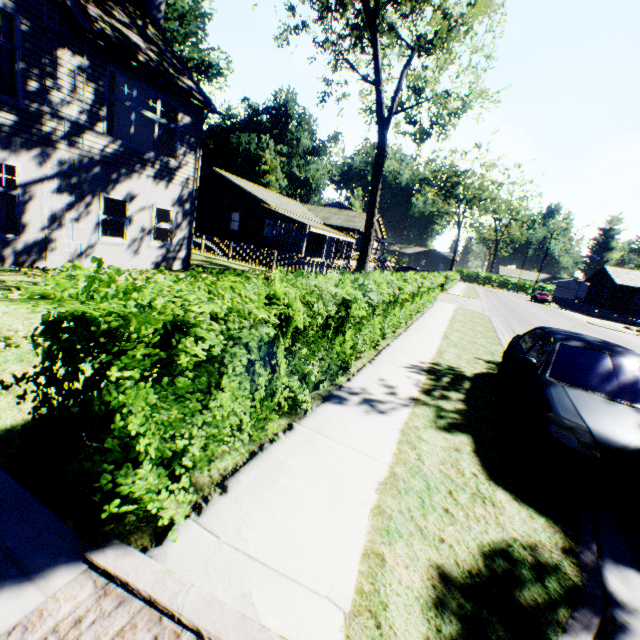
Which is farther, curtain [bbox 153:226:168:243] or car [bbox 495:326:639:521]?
curtain [bbox 153:226:168:243]

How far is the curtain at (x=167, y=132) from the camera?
12.4 meters

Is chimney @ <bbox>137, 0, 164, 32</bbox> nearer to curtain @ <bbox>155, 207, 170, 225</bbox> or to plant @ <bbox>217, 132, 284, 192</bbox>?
curtain @ <bbox>155, 207, 170, 225</bbox>

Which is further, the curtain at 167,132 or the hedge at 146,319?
the curtain at 167,132

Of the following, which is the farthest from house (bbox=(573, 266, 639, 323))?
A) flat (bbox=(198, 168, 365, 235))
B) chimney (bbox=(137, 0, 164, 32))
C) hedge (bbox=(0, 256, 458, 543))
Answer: chimney (bbox=(137, 0, 164, 32))

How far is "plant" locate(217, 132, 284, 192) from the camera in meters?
54.8

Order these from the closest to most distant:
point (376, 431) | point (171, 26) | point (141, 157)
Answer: point (376, 431), point (141, 157), point (171, 26)
